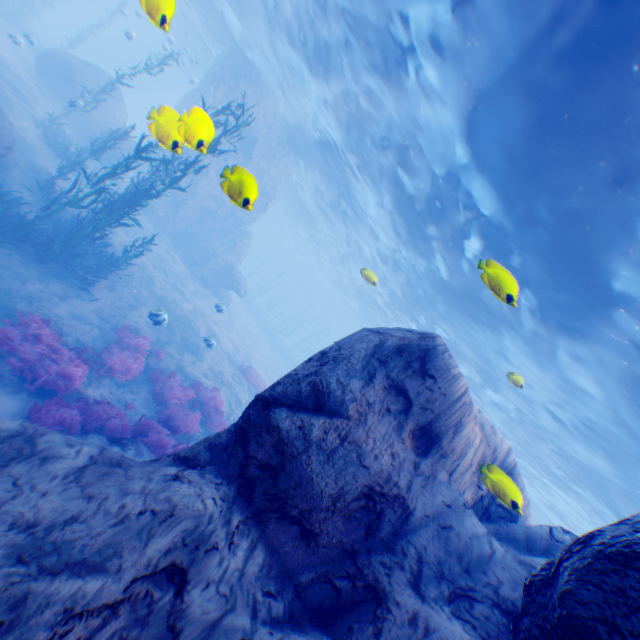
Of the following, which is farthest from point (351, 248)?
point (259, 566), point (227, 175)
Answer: point (259, 566)

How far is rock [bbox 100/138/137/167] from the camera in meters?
20.7 m

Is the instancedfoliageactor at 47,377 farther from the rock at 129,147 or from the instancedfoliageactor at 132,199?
the instancedfoliageactor at 132,199

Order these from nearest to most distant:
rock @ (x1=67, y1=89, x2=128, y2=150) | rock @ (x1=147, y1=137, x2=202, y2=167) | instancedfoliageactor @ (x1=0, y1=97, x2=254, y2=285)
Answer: rock @ (x1=147, y1=137, x2=202, y2=167), instancedfoliageactor @ (x1=0, y1=97, x2=254, y2=285), rock @ (x1=67, y1=89, x2=128, y2=150)

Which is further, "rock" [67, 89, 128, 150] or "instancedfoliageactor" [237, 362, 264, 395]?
"rock" [67, 89, 128, 150]

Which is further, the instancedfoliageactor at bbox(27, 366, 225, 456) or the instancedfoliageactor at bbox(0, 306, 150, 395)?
the instancedfoliageactor at bbox(0, 306, 150, 395)

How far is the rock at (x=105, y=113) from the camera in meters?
20.2

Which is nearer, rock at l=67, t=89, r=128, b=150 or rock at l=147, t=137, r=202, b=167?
rock at l=147, t=137, r=202, b=167
